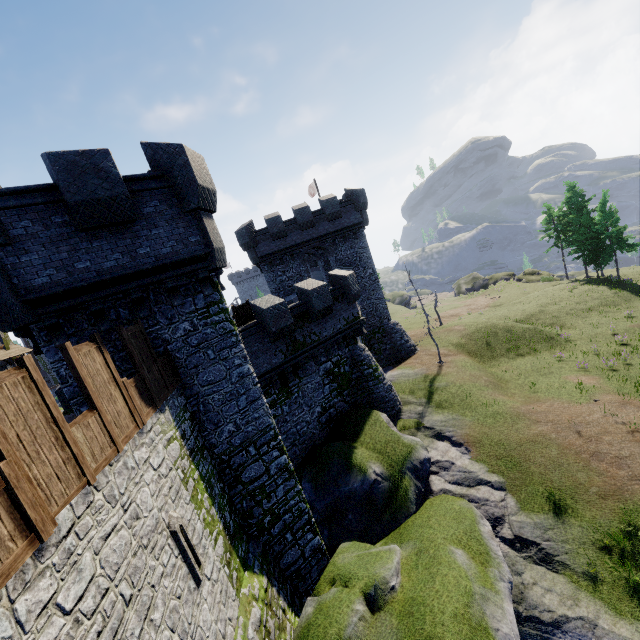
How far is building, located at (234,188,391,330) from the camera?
27.3m

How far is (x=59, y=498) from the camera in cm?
441

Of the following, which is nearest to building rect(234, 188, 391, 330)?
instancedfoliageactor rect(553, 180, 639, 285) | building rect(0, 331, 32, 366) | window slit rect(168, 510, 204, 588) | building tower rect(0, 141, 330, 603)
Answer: building tower rect(0, 141, 330, 603)

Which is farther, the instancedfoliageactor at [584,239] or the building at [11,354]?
the instancedfoliageactor at [584,239]

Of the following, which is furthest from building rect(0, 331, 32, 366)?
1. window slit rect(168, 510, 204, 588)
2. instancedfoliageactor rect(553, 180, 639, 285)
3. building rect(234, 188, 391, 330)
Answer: instancedfoliageactor rect(553, 180, 639, 285)

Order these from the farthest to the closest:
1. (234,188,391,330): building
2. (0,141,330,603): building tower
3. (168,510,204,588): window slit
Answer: (234,188,391,330): building
(0,141,330,603): building tower
(168,510,204,588): window slit

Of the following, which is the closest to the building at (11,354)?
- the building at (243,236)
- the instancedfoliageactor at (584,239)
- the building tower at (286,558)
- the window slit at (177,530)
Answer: the building tower at (286,558)
